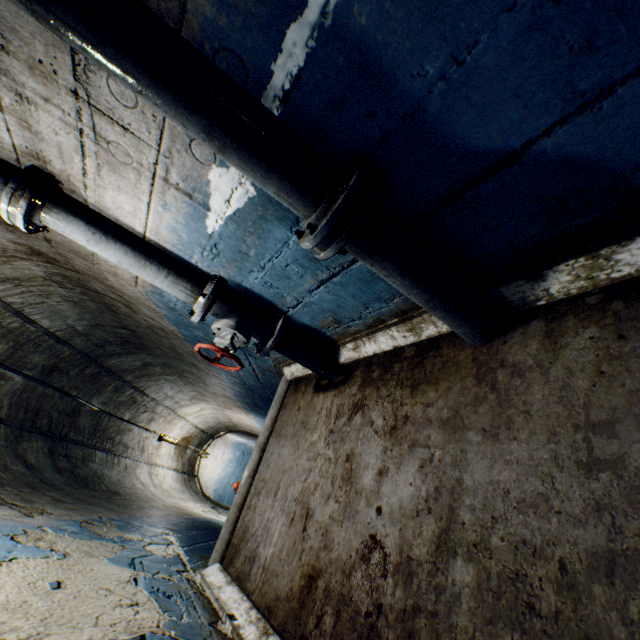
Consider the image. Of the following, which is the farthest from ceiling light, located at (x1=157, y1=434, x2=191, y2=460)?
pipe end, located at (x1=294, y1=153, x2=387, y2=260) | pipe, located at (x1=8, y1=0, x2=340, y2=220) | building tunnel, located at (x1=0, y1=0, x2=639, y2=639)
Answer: pipe end, located at (x1=294, y1=153, x2=387, y2=260)

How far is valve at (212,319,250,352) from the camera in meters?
2.1 m

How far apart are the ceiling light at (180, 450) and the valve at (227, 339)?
4.2 meters

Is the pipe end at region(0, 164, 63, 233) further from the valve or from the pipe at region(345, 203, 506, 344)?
the pipe at region(345, 203, 506, 344)

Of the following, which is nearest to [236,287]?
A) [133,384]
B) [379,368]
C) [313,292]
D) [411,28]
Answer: [313,292]

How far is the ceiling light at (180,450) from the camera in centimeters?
555cm

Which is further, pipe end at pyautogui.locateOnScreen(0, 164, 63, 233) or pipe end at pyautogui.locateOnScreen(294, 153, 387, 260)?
pipe end at pyautogui.locateOnScreen(0, 164, 63, 233)

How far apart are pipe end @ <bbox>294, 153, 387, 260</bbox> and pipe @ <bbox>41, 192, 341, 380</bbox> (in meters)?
0.02
